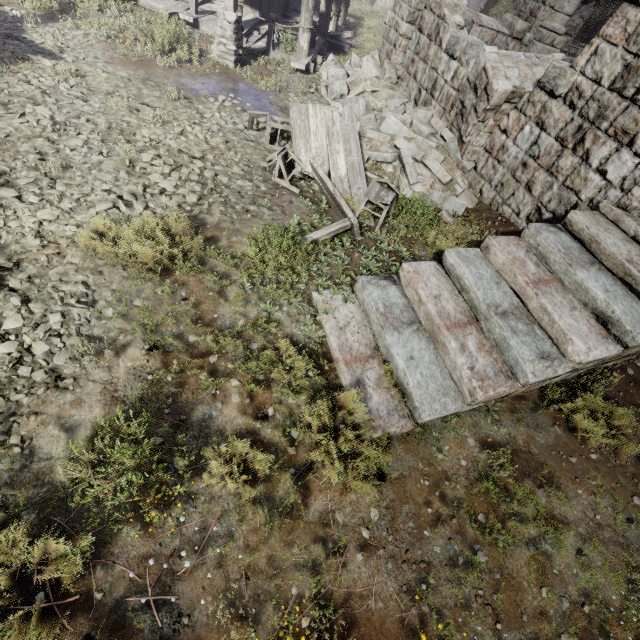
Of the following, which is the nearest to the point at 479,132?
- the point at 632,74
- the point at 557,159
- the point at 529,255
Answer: the point at 557,159

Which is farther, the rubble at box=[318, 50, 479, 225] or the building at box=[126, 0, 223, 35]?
the building at box=[126, 0, 223, 35]

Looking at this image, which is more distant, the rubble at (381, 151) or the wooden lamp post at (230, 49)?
the wooden lamp post at (230, 49)

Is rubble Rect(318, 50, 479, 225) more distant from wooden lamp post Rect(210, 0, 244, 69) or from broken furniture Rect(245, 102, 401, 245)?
wooden lamp post Rect(210, 0, 244, 69)

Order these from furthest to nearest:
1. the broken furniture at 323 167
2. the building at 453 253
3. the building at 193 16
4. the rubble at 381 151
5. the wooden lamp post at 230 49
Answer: the building at 193 16
the wooden lamp post at 230 49
the rubble at 381 151
the broken furniture at 323 167
the building at 453 253

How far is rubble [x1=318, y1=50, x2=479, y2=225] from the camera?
7.8m

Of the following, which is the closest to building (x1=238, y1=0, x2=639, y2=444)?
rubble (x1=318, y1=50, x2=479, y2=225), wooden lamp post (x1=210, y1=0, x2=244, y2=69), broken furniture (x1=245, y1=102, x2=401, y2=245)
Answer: rubble (x1=318, y1=50, x2=479, y2=225)

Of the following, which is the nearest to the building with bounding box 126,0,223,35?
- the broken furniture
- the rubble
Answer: the rubble
